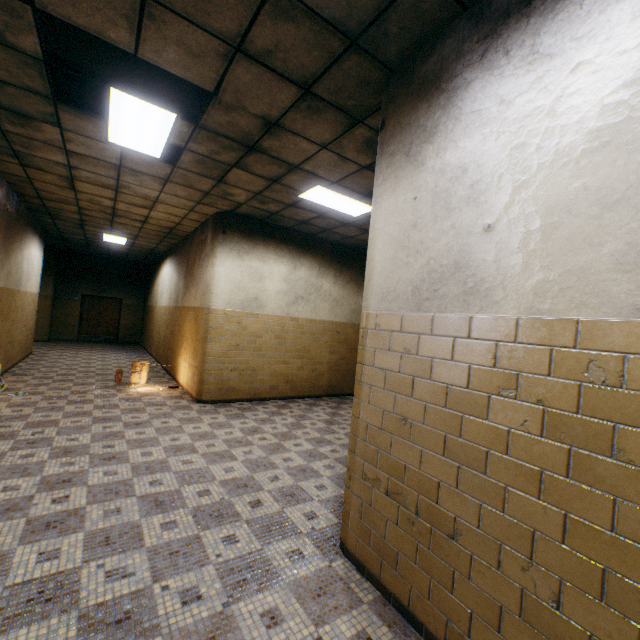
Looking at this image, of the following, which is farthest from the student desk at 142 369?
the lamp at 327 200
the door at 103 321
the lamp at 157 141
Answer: the door at 103 321

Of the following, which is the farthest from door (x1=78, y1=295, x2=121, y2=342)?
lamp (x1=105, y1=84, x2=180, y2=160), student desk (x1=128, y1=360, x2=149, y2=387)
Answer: lamp (x1=105, y1=84, x2=180, y2=160)

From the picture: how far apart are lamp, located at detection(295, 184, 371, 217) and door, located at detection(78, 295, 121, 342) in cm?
1411

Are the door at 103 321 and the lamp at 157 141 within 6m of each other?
no

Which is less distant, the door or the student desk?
the student desk

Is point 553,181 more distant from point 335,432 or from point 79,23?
point 335,432

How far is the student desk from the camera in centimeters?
723cm

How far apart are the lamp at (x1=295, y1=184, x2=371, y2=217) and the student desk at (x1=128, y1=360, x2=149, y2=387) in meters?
5.0
